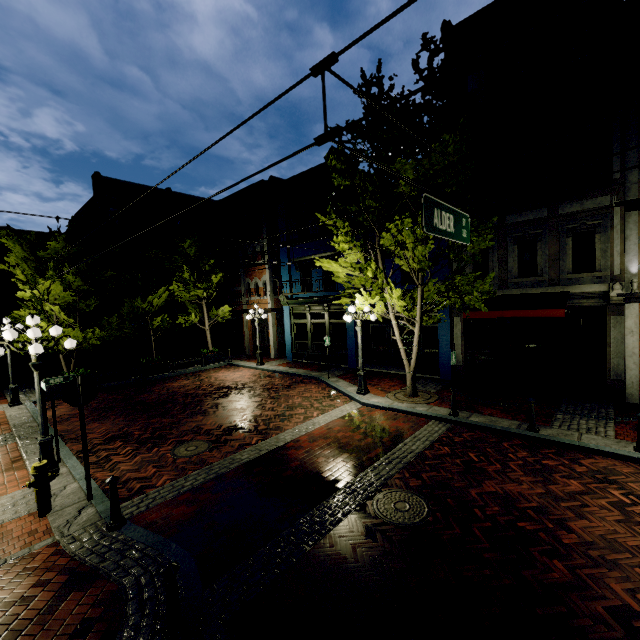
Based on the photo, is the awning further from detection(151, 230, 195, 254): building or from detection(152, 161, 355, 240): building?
detection(151, 230, 195, 254): building

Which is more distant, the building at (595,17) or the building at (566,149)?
the building at (566,149)

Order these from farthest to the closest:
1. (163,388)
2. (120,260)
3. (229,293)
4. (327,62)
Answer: (229,293) → (120,260) → (163,388) → (327,62)

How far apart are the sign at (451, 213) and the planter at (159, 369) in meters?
17.6 m

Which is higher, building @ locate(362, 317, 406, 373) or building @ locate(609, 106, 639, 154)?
building @ locate(609, 106, 639, 154)

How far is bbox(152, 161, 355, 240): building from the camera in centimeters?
1762cm

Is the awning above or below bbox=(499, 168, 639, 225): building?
below

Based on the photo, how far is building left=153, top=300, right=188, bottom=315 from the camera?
26.4m
